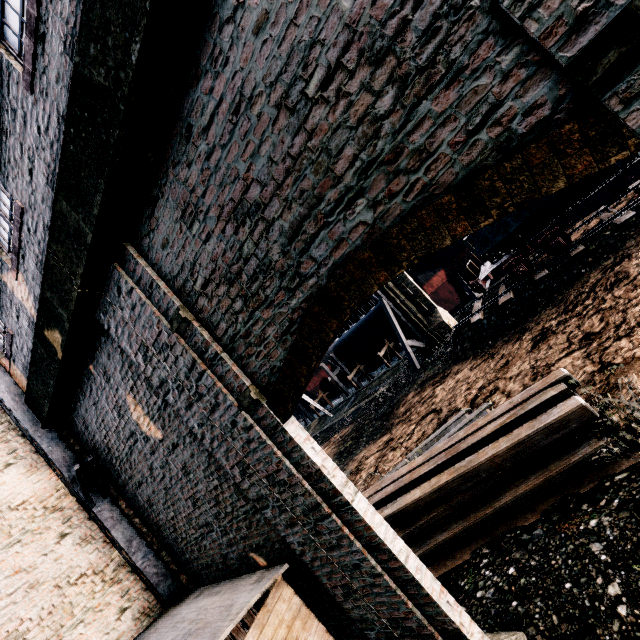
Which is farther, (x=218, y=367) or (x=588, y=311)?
(x=588, y=311)

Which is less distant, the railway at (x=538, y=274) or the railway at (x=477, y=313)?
the railway at (x=538, y=274)

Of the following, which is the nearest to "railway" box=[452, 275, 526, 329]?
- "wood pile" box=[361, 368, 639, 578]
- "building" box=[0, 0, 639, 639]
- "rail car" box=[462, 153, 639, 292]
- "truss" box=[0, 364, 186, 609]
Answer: "rail car" box=[462, 153, 639, 292]

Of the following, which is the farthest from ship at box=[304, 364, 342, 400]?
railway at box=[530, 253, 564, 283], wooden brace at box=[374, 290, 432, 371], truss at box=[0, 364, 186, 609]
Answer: truss at box=[0, 364, 186, 609]

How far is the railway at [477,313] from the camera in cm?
1784

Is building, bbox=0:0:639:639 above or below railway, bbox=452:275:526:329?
above

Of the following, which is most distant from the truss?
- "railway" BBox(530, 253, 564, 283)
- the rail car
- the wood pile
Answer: the rail car

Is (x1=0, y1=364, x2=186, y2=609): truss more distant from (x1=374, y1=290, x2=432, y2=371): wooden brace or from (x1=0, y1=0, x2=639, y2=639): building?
(x1=374, y1=290, x2=432, y2=371): wooden brace
